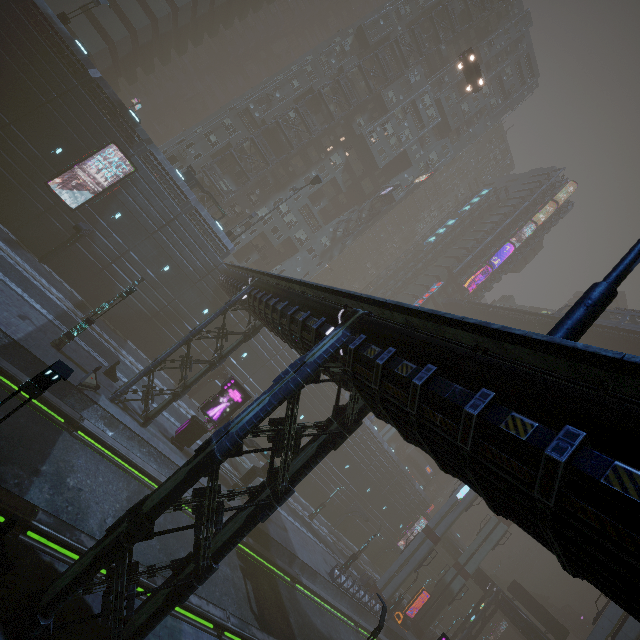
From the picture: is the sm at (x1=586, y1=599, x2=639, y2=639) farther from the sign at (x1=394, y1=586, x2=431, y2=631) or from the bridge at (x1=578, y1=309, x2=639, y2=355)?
the sign at (x1=394, y1=586, x2=431, y2=631)

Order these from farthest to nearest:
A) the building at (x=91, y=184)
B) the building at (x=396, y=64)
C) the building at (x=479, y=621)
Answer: the building at (x=396, y=64) < the building at (x=479, y=621) < the building at (x=91, y=184)

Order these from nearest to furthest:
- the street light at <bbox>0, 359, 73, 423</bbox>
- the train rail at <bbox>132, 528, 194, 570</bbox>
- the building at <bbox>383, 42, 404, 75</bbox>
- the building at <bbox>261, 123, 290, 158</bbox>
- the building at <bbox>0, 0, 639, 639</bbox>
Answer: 1. the building at <bbox>0, 0, 639, 639</bbox>
2. the street light at <bbox>0, 359, 73, 423</bbox>
3. the train rail at <bbox>132, 528, 194, 570</bbox>
4. the building at <bbox>261, 123, 290, 158</bbox>
5. the building at <bbox>383, 42, 404, 75</bbox>

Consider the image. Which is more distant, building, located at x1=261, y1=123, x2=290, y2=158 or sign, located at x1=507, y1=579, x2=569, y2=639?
building, located at x1=261, y1=123, x2=290, y2=158

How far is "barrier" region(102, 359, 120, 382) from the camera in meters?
21.7

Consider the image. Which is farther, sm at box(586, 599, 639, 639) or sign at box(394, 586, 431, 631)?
sign at box(394, 586, 431, 631)

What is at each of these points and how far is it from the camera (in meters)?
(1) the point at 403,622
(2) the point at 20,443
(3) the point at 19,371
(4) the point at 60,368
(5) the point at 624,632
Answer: (1) sign, 37.66
(2) train rail, 13.35
(3) train rail, 15.35
(4) street light, 6.22
(5) sm, 25.44

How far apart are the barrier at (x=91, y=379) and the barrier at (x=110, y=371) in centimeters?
275cm
